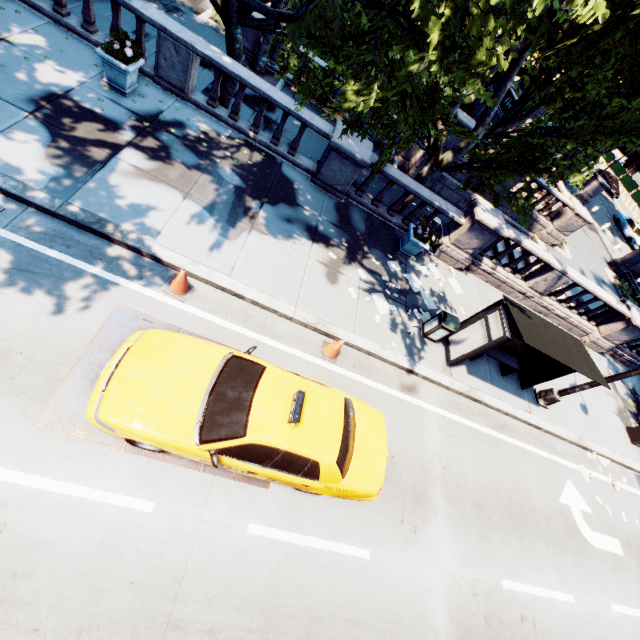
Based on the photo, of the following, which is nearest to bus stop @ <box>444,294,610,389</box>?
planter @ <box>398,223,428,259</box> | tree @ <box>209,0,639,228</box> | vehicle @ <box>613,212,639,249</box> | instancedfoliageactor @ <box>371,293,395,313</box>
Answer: instancedfoliageactor @ <box>371,293,395,313</box>

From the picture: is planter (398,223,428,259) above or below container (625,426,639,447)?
above

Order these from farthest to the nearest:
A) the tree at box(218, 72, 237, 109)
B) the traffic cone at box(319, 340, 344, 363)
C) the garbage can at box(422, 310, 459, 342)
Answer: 1. the tree at box(218, 72, 237, 109)
2. the garbage can at box(422, 310, 459, 342)
3. the traffic cone at box(319, 340, 344, 363)

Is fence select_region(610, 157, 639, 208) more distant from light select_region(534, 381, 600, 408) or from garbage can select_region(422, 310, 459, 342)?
garbage can select_region(422, 310, 459, 342)

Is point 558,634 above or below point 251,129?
below

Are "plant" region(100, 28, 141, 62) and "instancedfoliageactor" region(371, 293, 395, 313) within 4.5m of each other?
no

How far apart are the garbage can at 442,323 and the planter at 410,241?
2.53m

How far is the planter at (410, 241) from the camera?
10.84m
